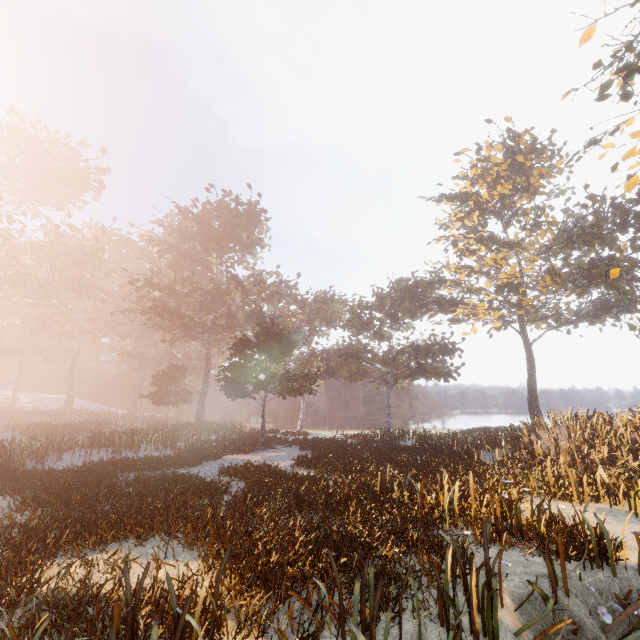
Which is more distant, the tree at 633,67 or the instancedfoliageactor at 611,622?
the tree at 633,67

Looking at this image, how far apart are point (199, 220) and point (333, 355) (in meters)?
25.11

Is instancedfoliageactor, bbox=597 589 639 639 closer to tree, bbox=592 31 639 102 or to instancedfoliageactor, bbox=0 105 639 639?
instancedfoliageactor, bbox=0 105 639 639

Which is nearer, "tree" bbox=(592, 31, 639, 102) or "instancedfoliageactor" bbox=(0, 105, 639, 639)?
"instancedfoliageactor" bbox=(0, 105, 639, 639)

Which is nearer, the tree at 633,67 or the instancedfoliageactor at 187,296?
the instancedfoliageactor at 187,296

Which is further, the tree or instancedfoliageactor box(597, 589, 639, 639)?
the tree

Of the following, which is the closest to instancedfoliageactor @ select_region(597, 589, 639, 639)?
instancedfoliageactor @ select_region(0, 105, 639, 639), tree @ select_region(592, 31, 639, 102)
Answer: instancedfoliageactor @ select_region(0, 105, 639, 639)
